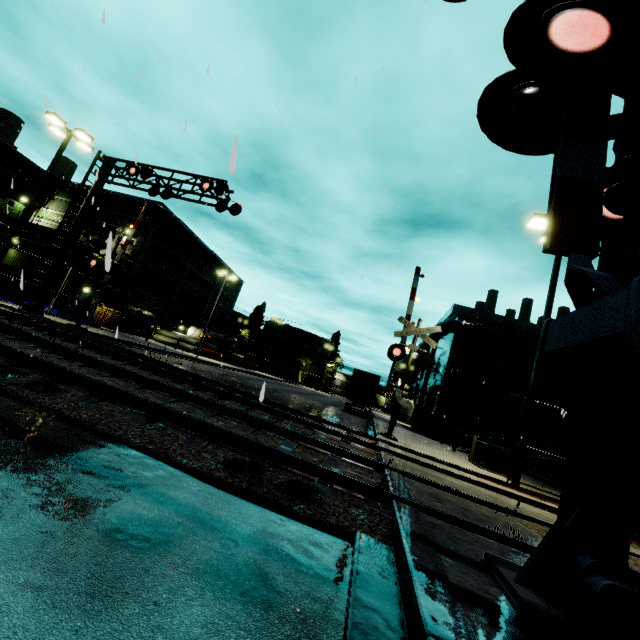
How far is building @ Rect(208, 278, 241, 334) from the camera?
54.34m

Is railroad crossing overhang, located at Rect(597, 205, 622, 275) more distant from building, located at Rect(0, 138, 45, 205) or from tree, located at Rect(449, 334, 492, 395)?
tree, located at Rect(449, 334, 492, 395)

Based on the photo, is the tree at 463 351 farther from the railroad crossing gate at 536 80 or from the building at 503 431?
the railroad crossing gate at 536 80

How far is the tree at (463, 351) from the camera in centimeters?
2464cm

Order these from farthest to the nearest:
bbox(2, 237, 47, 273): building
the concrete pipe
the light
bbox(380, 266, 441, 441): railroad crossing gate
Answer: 1. the concrete pipe
2. bbox(2, 237, 47, 273): building
3. bbox(380, 266, 441, 441): railroad crossing gate
4. the light

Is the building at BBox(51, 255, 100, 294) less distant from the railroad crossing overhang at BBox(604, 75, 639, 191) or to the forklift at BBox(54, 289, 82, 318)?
the forklift at BBox(54, 289, 82, 318)

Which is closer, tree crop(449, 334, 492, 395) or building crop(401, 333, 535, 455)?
building crop(401, 333, 535, 455)

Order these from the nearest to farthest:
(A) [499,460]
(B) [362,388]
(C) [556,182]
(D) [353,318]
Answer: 1. (C) [556,182]
2. (D) [353,318]
3. (A) [499,460]
4. (B) [362,388]
